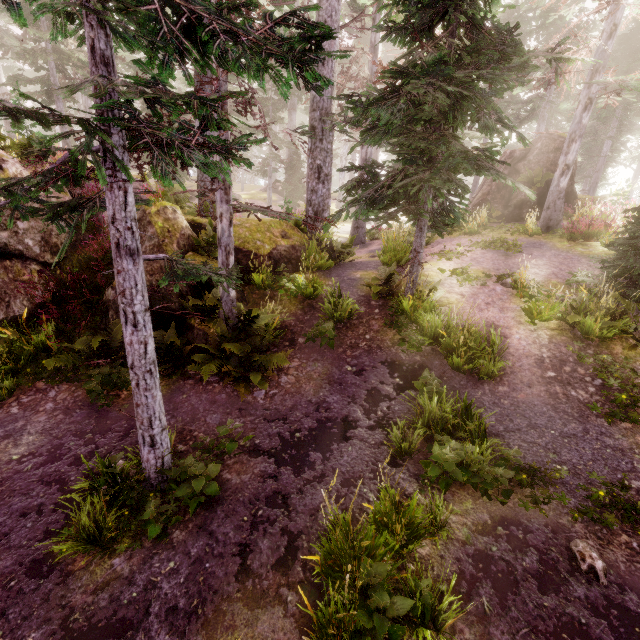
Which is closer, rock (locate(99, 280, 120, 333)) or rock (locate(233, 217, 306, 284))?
rock (locate(99, 280, 120, 333))

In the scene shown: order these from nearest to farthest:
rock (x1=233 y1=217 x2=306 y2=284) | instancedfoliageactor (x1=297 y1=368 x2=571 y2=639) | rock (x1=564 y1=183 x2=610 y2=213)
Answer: instancedfoliageactor (x1=297 y1=368 x2=571 y2=639) → rock (x1=233 y1=217 x2=306 y2=284) → rock (x1=564 y1=183 x2=610 y2=213)

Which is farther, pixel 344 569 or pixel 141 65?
pixel 344 569

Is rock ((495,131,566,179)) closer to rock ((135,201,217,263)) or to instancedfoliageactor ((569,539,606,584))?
instancedfoliageactor ((569,539,606,584))

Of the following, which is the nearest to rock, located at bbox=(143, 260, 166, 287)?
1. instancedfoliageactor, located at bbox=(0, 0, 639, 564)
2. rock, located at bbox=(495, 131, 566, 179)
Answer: instancedfoliageactor, located at bbox=(0, 0, 639, 564)

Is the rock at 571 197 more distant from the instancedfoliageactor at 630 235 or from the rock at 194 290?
the rock at 194 290
